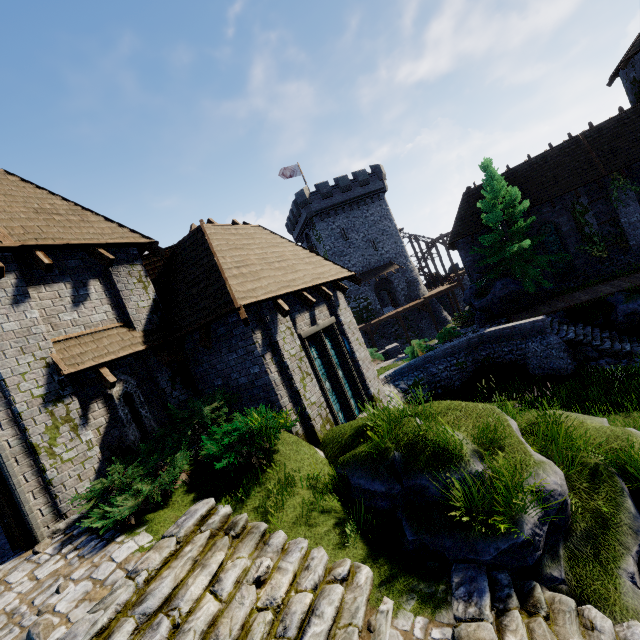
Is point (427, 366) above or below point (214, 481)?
below

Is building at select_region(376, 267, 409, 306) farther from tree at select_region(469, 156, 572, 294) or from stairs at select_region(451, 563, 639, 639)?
stairs at select_region(451, 563, 639, 639)

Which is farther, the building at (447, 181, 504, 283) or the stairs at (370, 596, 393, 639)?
the building at (447, 181, 504, 283)

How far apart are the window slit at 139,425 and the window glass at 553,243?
25.3m

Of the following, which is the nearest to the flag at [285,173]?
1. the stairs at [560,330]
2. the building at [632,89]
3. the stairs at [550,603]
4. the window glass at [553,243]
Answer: the building at [632,89]

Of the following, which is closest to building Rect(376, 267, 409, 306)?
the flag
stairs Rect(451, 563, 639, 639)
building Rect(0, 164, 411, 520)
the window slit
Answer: the flag

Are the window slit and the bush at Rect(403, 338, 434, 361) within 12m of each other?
no

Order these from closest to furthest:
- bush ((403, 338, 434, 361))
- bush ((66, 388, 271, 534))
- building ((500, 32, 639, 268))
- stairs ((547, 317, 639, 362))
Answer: bush ((66, 388, 271, 534)), stairs ((547, 317, 639, 362)), bush ((403, 338, 434, 361)), building ((500, 32, 639, 268))
